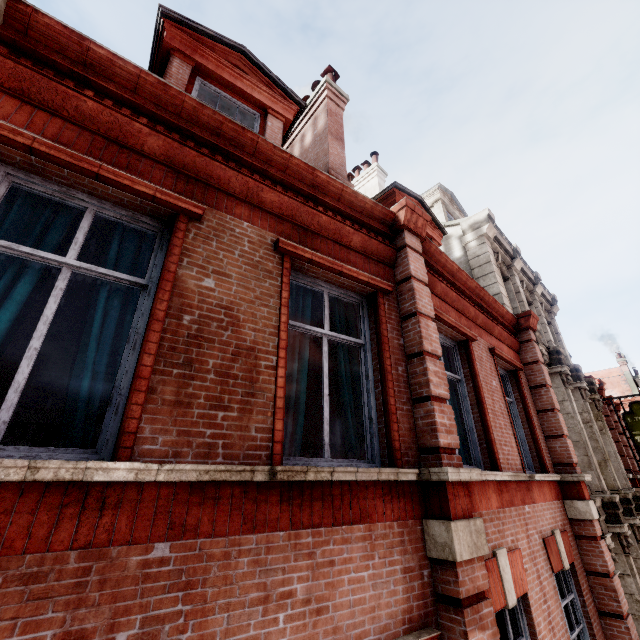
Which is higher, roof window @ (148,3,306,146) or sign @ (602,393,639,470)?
roof window @ (148,3,306,146)

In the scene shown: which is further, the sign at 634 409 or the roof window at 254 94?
the sign at 634 409

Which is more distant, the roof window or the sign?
the sign

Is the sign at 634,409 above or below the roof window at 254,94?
below

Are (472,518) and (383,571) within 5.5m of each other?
yes
